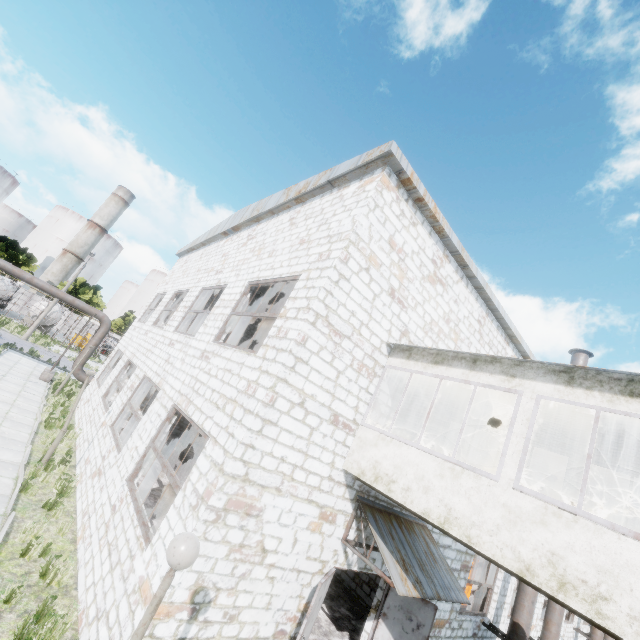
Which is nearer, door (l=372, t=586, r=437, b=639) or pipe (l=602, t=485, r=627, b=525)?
door (l=372, t=586, r=437, b=639)

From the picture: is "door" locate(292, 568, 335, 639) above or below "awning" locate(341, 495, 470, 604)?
below

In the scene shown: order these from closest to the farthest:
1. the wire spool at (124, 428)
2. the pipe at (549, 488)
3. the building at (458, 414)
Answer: the building at (458, 414)
the pipe at (549, 488)
the wire spool at (124, 428)

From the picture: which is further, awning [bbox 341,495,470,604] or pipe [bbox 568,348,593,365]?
pipe [bbox 568,348,593,365]

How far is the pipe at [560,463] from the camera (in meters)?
12.43

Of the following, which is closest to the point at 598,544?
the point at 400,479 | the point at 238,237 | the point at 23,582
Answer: the point at 400,479

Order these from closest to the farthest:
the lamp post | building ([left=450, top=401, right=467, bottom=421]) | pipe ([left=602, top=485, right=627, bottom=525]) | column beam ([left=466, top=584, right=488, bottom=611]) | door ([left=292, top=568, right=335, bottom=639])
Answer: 1. the lamp post
2. door ([left=292, top=568, right=335, bottom=639])
3. building ([left=450, top=401, right=467, bottom=421])
4. column beam ([left=466, top=584, right=488, bottom=611])
5. pipe ([left=602, top=485, right=627, bottom=525])

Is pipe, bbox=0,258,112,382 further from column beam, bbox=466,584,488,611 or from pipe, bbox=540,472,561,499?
pipe, bbox=540,472,561,499
